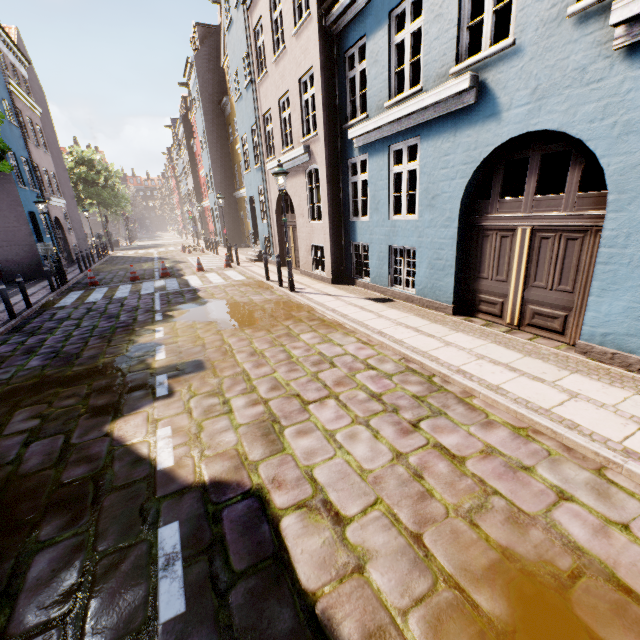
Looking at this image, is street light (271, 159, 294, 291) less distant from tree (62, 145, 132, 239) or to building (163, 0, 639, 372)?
building (163, 0, 639, 372)

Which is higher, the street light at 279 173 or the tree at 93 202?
the tree at 93 202

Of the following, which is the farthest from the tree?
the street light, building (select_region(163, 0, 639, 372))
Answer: → the street light

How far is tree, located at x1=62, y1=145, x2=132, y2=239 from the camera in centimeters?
3647cm

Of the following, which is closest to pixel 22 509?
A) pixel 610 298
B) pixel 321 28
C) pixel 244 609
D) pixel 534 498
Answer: pixel 244 609

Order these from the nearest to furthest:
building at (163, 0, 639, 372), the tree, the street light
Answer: building at (163, 0, 639, 372) → the street light → the tree

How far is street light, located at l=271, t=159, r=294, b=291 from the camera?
9.2m

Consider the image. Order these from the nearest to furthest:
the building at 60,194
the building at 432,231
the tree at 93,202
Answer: the building at 432,231, the building at 60,194, the tree at 93,202
